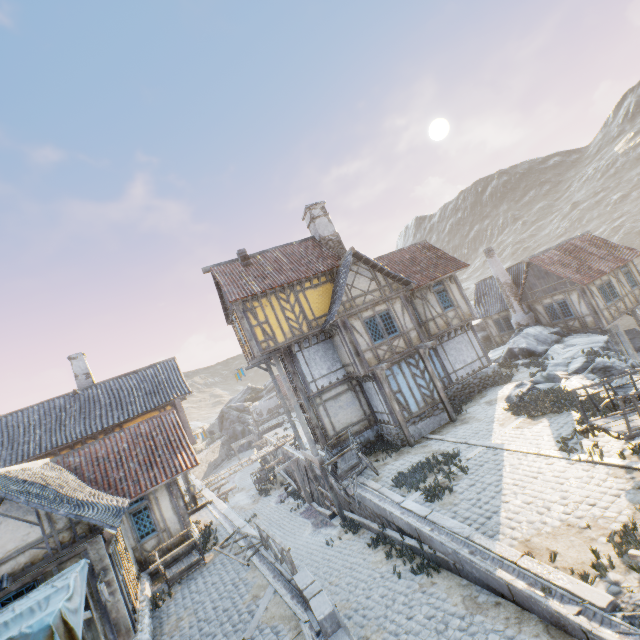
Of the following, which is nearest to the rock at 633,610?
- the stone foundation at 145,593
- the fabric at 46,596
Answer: the stone foundation at 145,593

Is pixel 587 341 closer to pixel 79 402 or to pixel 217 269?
pixel 217 269

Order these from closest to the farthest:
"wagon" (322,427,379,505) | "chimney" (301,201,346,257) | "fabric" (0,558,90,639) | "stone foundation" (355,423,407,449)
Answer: "fabric" (0,558,90,639)
"wagon" (322,427,379,505)
"stone foundation" (355,423,407,449)
"chimney" (301,201,346,257)

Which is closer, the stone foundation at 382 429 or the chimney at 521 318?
the stone foundation at 382 429

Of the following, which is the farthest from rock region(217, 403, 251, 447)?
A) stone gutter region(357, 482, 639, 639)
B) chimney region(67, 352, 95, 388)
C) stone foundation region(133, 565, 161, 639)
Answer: chimney region(67, 352, 95, 388)

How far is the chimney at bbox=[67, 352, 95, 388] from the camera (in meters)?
20.75

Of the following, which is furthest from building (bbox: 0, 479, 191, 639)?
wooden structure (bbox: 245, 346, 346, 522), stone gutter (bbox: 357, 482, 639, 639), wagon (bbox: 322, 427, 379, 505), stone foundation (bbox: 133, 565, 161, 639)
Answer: stone gutter (bbox: 357, 482, 639, 639)

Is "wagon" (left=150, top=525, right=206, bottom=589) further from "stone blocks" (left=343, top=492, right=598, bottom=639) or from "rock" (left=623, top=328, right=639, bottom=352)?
"rock" (left=623, top=328, right=639, bottom=352)
